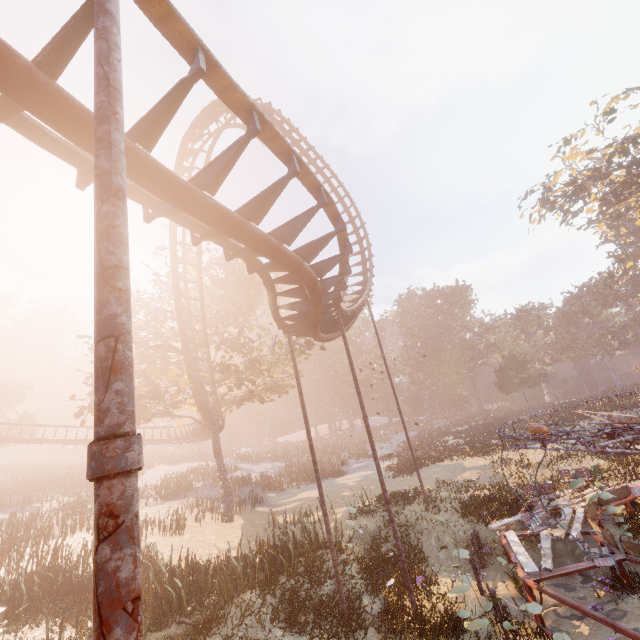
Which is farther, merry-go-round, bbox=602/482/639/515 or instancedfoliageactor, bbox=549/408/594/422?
instancedfoliageactor, bbox=549/408/594/422

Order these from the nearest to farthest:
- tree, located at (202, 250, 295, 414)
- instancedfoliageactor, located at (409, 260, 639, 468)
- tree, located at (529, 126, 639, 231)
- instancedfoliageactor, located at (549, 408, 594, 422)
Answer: tree, located at (202, 250, 295, 414) < tree, located at (529, 126, 639, 231) < instancedfoliageactor, located at (549, 408, 594, 422) < instancedfoliageactor, located at (409, 260, 639, 468)

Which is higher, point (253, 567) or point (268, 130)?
point (268, 130)

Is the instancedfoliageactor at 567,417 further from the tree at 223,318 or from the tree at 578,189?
the tree at 578,189

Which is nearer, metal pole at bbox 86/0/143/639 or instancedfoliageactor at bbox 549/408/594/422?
metal pole at bbox 86/0/143/639

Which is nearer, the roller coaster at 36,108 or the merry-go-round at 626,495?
the roller coaster at 36,108

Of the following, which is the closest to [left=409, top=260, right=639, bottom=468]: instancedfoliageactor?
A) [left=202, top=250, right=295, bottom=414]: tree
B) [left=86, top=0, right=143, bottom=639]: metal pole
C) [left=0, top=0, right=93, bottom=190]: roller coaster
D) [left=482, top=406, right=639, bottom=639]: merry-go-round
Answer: [left=482, top=406, right=639, bottom=639]: merry-go-round

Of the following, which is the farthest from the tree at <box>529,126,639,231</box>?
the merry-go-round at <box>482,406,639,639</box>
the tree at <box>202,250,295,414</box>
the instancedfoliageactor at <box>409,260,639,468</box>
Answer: the tree at <box>202,250,295,414</box>
